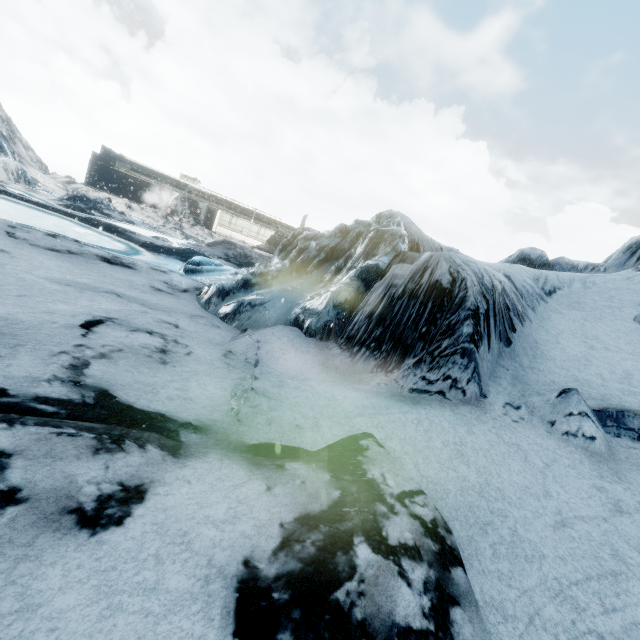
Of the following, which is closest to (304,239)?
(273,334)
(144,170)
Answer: (273,334)
